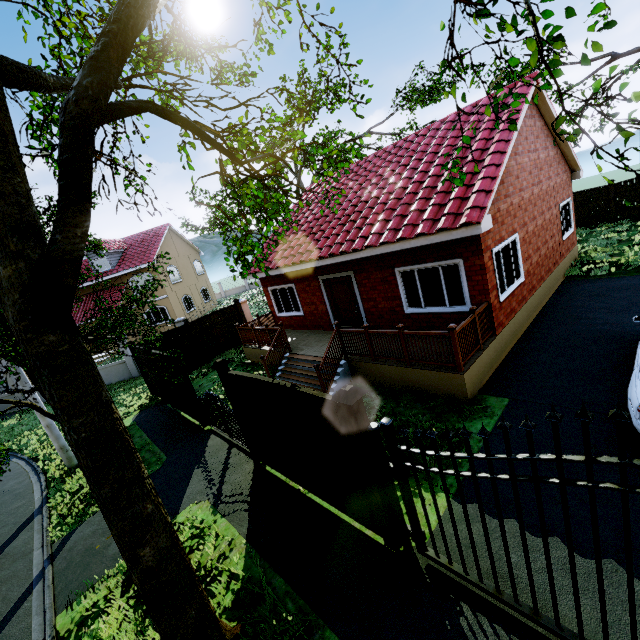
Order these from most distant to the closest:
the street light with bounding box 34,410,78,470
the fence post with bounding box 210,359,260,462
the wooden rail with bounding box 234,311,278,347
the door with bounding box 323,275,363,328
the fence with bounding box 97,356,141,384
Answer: the fence with bounding box 97,356,141,384 → the wooden rail with bounding box 234,311,278,347 → the door with bounding box 323,275,363,328 → the street light with bounding box 34,410,78,470 → the fence post with bounding box 210,359,260,462

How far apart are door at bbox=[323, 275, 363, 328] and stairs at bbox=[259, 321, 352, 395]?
1.94m

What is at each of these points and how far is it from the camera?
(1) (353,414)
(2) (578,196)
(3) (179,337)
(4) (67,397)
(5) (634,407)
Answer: (1) fence post, 3.97m
(2) fence, 19.25m
(3) fence, 15.05m
(4) tree, 2.92m
(5) car, 4.68m

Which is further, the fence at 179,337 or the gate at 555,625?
the fence at 179,337

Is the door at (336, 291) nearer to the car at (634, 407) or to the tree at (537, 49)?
the tree at (537, 49)

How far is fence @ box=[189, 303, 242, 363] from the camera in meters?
15.7 m

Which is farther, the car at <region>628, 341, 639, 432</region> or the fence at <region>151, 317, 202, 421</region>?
the fence at <region>151, 317, 202, 421</region>

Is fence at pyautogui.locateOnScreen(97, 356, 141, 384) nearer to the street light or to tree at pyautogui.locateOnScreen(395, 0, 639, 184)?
tree at pyautogui.locateOnScreen(395, 0, 639, 184)
